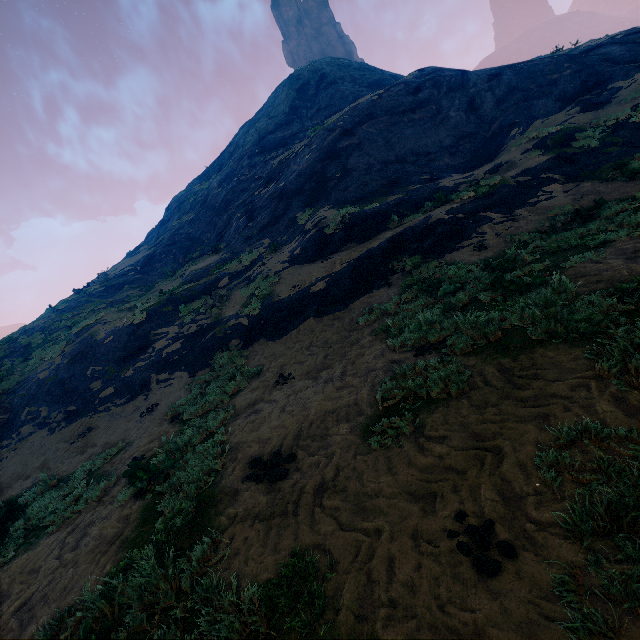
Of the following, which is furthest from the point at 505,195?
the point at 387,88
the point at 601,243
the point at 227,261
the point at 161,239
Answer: the point at 161,239
